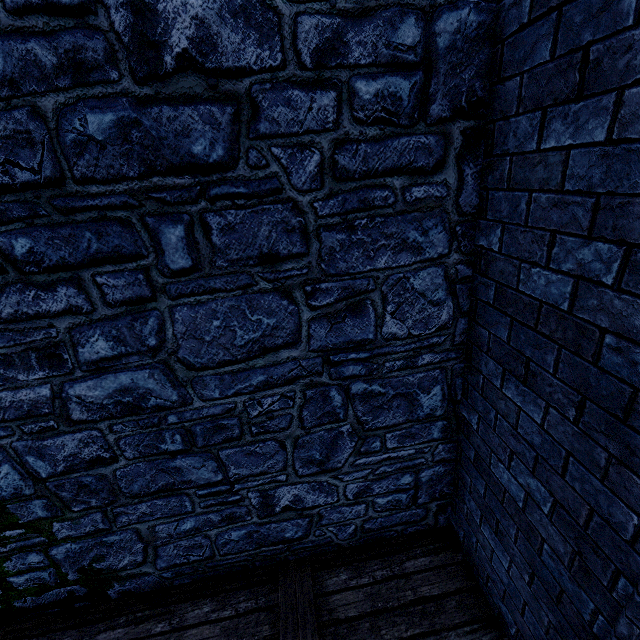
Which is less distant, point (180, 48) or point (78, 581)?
point (180, 48)
